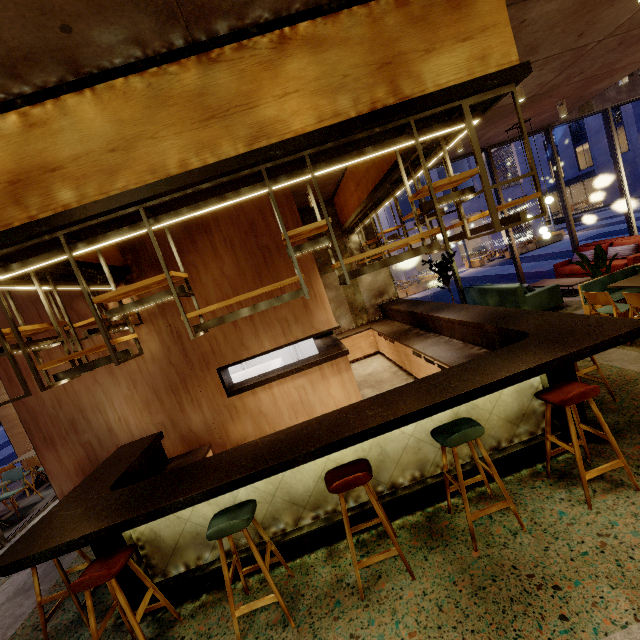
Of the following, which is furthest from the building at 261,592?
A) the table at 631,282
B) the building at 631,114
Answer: the building at 631,114

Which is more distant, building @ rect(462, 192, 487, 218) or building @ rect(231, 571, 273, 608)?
building @ rect(462, 192, 487, 218)

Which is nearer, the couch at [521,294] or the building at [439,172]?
the couch at [521,294]

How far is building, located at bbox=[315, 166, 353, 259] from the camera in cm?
707

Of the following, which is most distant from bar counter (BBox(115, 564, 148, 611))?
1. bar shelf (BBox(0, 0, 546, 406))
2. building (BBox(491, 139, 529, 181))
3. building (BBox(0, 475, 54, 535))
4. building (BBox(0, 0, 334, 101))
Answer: building (BBox(491, 139, 529, 181))

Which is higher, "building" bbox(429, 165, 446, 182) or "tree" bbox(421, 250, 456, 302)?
"building" bbox(429, 165, 446, 182)

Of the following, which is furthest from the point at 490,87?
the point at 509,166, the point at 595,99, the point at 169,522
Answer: the point at 509,166
